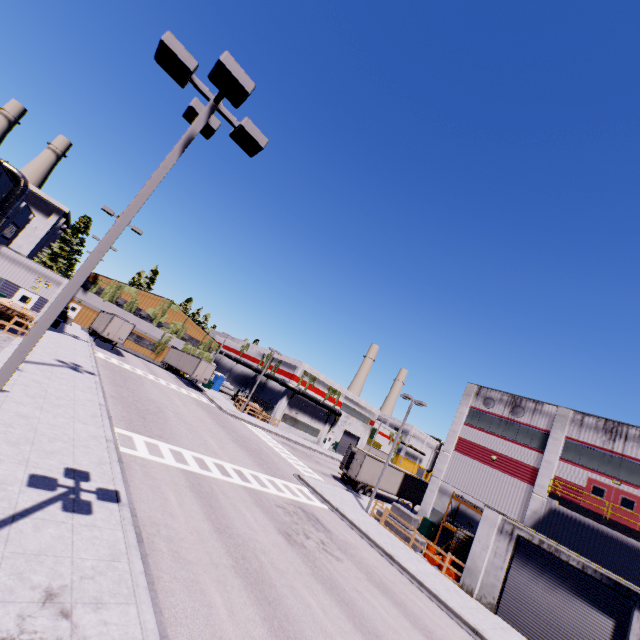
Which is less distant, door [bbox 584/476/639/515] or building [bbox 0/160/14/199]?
door [bbox 584/476/639/515]

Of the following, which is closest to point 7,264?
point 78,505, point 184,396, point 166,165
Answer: point 184,396

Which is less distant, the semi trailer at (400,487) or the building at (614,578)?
the building at (614,578)

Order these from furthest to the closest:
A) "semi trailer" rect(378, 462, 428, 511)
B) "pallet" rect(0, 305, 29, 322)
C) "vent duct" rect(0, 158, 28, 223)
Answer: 1. "semi trailer" rect(378, 462, 428, 511)
2. "vent duct" rect(0, 158, 28, 223)
3. "pallet" rect(0, 305, 29, 322)

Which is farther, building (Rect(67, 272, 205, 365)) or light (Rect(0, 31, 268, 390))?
building (Rect(67, 272, 205, 365))

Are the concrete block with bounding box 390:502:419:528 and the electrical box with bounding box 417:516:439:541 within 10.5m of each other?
yes

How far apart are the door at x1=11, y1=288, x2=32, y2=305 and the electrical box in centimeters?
4065cm

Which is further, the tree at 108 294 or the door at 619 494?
the tree at 108 294
